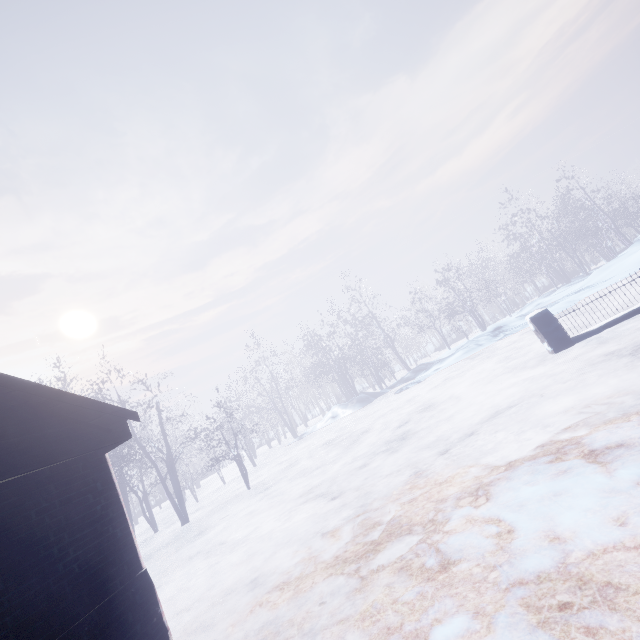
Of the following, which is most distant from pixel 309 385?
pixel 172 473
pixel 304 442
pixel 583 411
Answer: pixel 583 411

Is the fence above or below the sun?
below

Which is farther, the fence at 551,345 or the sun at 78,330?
the sun at 78,330

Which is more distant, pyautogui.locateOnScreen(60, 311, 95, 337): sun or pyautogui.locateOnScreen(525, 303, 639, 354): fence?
pyautogui.locateOnScreen(60, 311, 95, 337): sun

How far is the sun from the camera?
46.5m

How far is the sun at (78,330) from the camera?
46.5 meters
